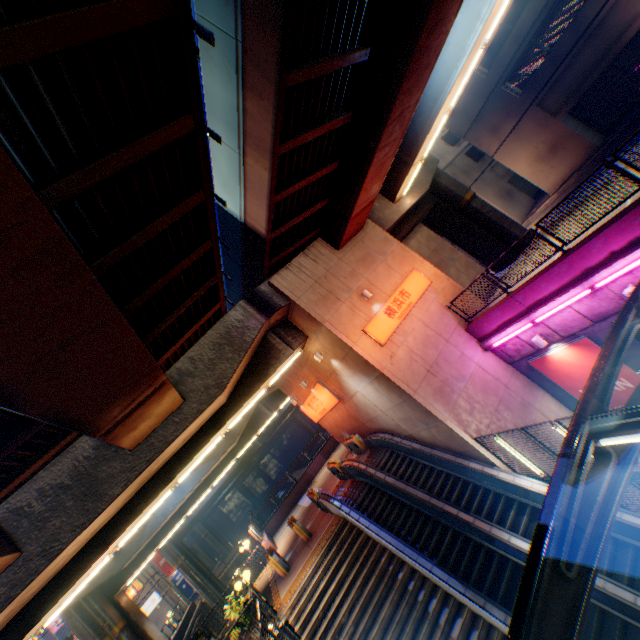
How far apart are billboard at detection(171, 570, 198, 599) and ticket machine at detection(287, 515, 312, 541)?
42.0m

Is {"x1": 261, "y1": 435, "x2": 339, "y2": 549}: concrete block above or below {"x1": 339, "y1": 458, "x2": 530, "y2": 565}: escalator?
above

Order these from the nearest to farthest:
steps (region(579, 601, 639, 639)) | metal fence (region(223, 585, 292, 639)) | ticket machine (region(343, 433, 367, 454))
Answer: steps (region(579, 601, 639, 639)), metal fence (region(223, 585, 292, 639)), ticket machine (region(343, 433, 367, 454))

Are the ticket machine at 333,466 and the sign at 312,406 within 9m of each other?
yes

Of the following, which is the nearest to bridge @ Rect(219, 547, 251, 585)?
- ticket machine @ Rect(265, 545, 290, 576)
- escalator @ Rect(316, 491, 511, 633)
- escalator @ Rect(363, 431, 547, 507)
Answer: ticket machine @ Rect(265, 545, 290, 576)

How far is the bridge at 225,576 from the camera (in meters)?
39.59

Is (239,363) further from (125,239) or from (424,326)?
(424,326)

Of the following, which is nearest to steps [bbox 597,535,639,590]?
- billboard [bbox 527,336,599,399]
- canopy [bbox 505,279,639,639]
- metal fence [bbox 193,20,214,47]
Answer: metal fence [bbox 193,20,214,47]
